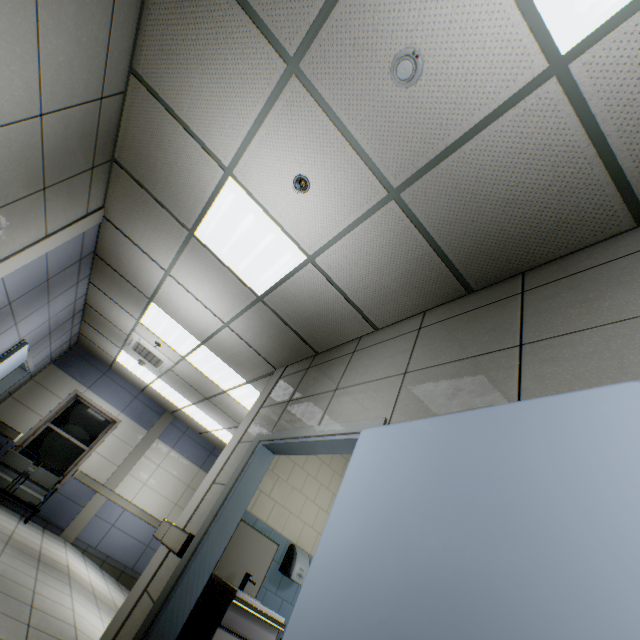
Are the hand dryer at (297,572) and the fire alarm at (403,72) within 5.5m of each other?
yes

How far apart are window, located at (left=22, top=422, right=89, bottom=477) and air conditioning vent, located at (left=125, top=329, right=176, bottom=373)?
3.1m

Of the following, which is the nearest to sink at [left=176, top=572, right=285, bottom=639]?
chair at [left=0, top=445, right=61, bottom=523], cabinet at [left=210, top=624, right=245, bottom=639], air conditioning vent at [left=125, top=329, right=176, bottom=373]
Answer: cabinet at [left=210, top=624, right=245, bottom=639]

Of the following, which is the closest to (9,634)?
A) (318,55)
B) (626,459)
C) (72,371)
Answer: (626,459)

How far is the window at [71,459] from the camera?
7.3 meters

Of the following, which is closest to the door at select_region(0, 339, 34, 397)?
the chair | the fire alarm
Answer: the chair

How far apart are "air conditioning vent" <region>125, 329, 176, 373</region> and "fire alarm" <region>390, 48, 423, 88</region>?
6.0 meters

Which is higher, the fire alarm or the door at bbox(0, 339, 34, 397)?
the fire alarm
